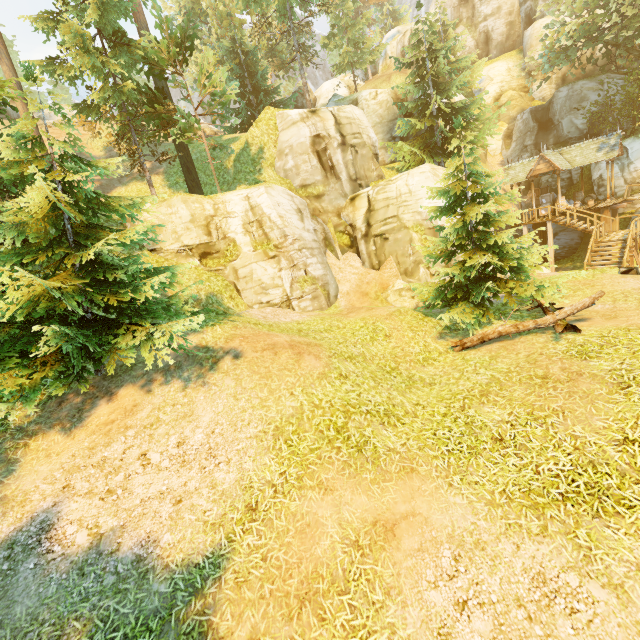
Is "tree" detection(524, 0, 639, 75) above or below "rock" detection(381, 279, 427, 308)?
above

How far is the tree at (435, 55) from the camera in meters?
10.6 m

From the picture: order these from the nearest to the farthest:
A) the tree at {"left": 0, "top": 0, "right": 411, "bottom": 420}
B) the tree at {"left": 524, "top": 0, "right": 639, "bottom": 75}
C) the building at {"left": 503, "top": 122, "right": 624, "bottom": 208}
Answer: the tree at {"left": 0, "top": 0, "right": 411, "bottom": 420} → the tree at {"left": 524, "top": 0, "right": 639, "bottom": 75} → the building at {"left": 503, "top": 122, "right": 624, "bottom": 208}

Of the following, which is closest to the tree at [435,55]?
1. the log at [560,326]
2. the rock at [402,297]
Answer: the log at [560,326]

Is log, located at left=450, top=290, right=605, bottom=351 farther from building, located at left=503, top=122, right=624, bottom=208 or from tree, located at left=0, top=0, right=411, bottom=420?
building, located at left=503, top=122, right=624, bottom=208

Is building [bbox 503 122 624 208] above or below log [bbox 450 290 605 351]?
above

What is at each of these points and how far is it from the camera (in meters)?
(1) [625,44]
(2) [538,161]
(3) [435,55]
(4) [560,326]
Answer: (1) tree, 24.61
(2) building, 22.81
(3) tree, 20.22
(4) log, 8.84
